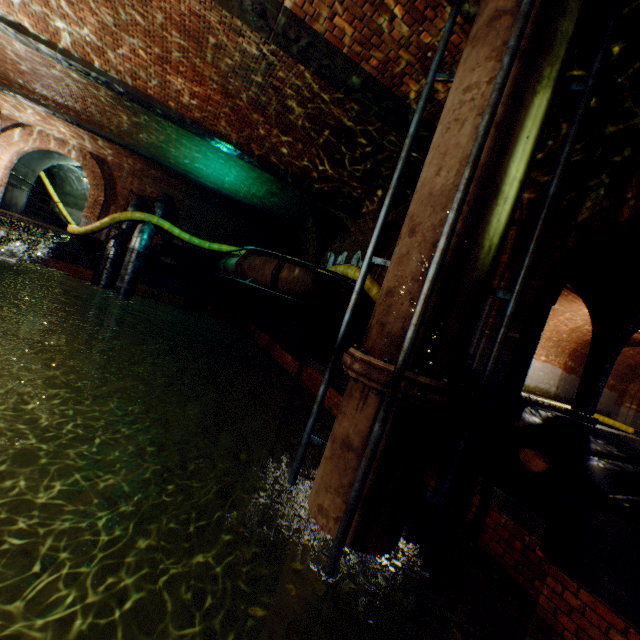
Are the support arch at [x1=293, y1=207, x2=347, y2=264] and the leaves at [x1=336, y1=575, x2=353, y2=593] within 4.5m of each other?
no

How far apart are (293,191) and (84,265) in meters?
9.9 m

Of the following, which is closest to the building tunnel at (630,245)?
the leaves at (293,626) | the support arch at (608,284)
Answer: the support arch at (608,284)

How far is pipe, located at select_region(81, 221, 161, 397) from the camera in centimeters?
1227cm

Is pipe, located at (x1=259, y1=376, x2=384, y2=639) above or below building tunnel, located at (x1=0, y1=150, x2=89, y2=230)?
below

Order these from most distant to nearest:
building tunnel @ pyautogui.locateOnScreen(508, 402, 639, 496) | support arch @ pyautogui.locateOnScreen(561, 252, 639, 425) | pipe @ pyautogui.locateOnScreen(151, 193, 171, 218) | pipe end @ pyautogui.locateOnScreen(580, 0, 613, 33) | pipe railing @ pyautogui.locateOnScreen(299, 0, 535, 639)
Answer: pipe @ pyautogui.locateOnScreen(151, 193, 171, 218) < support arch @ pyautogui.locateOnScreen(561, 252, 639, 425) < building tunnel @ pyautogui.locateOnScreen(508, 402, 639, 496) < pipe end @ pyautogui.locateOnScreen(580, 0, 613, 33) < pipe railing @ pyautogui.locateOnScreen(299, 0, 535, 639)

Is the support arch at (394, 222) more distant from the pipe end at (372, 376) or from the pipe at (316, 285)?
the pipe end at (372, 376)

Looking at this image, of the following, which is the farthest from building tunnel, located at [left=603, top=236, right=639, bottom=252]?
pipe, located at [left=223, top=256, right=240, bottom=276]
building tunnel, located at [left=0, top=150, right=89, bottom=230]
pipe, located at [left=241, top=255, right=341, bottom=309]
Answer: building tunnel, located at [left=0, top=150, right=89, bottom=230]
